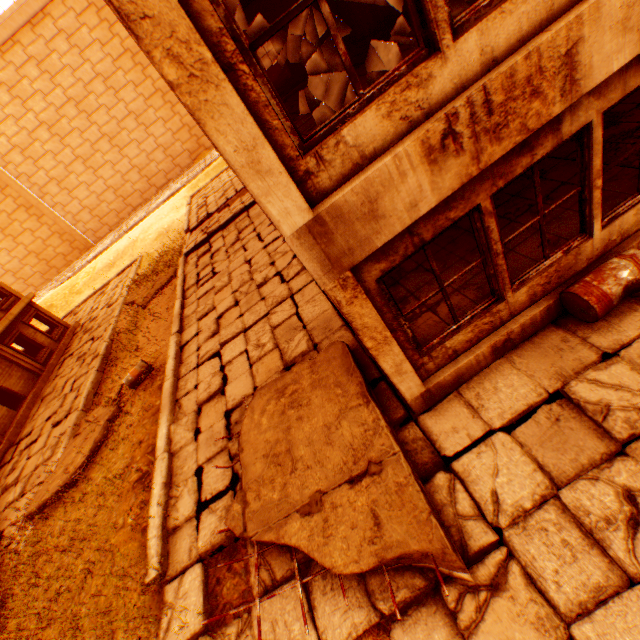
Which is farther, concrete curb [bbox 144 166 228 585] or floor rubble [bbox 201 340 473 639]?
concrete curb [bbox 144 166 228 585]

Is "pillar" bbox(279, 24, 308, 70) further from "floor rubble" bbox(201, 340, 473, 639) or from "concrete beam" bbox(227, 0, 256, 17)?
"floor rubble" bbox(201, 340, 473, 639)

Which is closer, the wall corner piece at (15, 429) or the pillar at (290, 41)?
the pillar at (290, 41)

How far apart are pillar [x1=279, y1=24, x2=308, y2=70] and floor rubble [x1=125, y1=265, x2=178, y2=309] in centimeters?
1110cm

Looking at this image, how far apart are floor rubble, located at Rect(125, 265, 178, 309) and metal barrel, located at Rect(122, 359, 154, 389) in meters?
6.5

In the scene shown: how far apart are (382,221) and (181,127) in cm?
4517

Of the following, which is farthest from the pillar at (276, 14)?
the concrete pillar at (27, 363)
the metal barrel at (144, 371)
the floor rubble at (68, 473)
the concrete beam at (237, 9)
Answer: the concrete pillar at (27, 363)

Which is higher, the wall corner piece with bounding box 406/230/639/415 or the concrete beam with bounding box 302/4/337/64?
the concrete beam with bounding box 302/4/337/64
